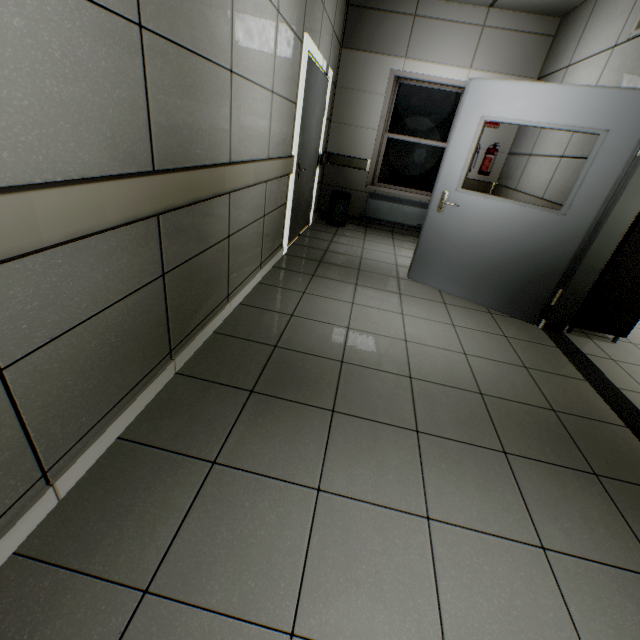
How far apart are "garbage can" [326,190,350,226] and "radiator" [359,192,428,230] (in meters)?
0.38

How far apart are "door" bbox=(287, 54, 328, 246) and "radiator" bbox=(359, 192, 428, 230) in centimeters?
112cm

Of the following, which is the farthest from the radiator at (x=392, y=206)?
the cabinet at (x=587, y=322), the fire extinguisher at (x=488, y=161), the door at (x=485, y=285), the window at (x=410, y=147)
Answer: the cabinet at (x=587, y=322)

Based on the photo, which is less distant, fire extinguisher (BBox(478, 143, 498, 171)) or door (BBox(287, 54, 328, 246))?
door (BBox(287, 54, 328, 246))

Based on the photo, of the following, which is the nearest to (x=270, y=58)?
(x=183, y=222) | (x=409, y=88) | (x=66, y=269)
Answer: (x=183, y=222)

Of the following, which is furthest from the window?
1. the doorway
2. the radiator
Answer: the doorway

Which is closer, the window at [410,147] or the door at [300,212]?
the door at [300,212]

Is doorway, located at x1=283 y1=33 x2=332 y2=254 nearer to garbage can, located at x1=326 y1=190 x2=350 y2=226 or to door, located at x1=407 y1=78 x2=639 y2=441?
garbage can, located at x1=326 y1=190 x2=350 y2=226
